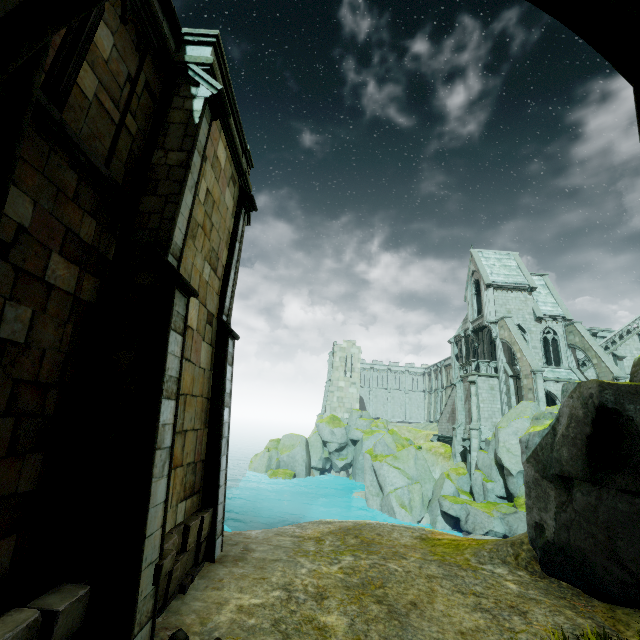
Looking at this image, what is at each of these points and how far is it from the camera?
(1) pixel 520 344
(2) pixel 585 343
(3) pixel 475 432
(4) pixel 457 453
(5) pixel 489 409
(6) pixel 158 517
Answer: (1) buttress, 29.4 meters
(2) buttress, 30.5 meters
(3) stone column, 30.2 meters
(4) stone column, 32.3 meters
(5) building, 31.3 meters
(6) stone column, 5.1 meters

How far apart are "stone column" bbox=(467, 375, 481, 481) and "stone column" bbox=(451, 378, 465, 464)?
2.0 meters

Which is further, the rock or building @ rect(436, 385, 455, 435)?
building @ rect(436, 385, 455, 435)

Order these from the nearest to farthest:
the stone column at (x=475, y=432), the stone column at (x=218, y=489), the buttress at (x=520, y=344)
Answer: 1. the stone column at (x=218, y=489)
2. the buttress at (x=520, y=344)
3. the stone column at (x=475, y=432)

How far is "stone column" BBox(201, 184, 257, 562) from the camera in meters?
8.1 m

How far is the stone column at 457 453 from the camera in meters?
32.3

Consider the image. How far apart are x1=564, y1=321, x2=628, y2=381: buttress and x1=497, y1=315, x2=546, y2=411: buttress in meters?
5.9

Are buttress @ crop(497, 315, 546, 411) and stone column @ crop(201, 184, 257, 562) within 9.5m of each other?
no
